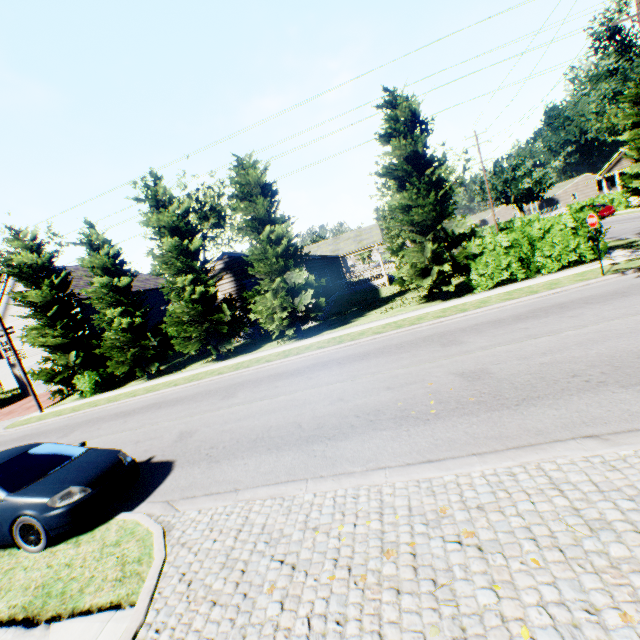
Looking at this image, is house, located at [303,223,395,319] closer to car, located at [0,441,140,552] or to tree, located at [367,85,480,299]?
tree, located at [367,85,480,299]

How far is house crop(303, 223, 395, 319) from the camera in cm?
2559

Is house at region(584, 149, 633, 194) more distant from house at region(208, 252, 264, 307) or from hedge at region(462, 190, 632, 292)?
house at region(208, 252, 264, 307)

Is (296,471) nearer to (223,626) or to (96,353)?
(223,626)

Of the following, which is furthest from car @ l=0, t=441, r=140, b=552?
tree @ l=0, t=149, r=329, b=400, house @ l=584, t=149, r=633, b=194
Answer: house @ l=584, t=149, r=633, b=194

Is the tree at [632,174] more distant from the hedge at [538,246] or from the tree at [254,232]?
the tree at [254,232]

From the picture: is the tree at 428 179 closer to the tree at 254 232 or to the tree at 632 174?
the tree at 254 232

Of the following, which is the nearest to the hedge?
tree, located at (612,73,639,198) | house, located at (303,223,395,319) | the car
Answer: house, located at (303,223,395,319)
